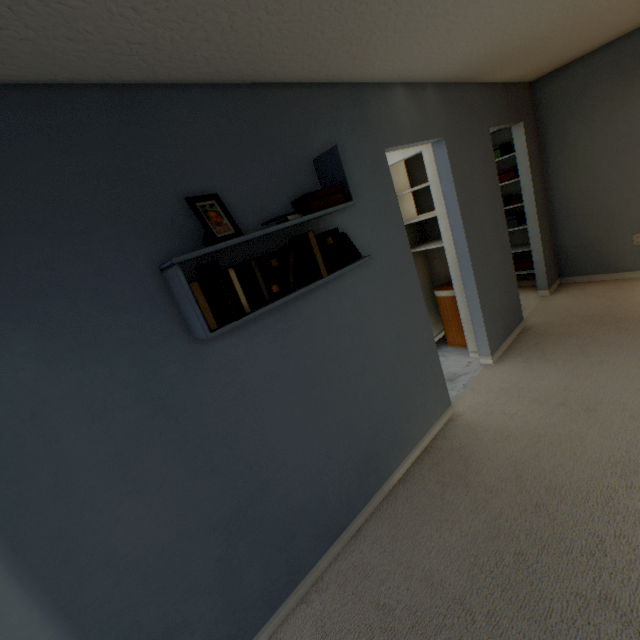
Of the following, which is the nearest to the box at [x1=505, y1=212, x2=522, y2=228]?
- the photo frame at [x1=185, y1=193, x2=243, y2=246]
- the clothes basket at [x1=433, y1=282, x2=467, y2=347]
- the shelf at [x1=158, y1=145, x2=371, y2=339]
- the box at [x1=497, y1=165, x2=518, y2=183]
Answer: the box at [x1=497, y1=165, x2=518, y2=183]

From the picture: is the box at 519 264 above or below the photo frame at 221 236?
below

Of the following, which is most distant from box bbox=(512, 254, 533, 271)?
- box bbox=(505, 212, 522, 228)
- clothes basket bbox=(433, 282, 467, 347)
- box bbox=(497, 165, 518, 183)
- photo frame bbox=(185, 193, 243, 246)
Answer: photo frame bbox=(185, 193, 243, 246)

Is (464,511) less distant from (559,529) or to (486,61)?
(559,529)

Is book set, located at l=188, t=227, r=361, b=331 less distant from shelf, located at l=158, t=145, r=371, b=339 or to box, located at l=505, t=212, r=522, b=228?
shelf, located at l=158, t=145, r=371, b=339

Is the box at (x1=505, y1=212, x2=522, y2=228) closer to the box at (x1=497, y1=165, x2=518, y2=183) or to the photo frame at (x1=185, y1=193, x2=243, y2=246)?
the box at (x1=497, y1=165, x2=518, y2=183)

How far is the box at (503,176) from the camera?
4.03m

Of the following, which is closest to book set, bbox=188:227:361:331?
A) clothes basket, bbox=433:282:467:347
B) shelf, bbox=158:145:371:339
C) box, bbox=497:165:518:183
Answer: shelf, bbox=158:145:371:339
